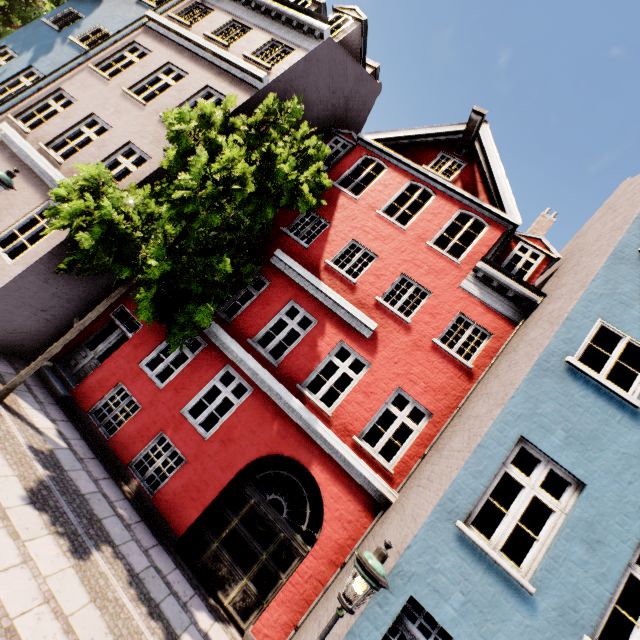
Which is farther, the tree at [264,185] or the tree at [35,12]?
→ the tree at [35,12]

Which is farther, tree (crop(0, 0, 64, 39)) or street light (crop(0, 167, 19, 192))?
tree (crop(0, 0, 64, 39))

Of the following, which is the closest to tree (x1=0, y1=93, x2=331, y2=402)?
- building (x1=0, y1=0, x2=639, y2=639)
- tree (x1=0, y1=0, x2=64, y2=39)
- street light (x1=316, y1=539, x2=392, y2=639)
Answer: building (x1=0, y1=0, x2=639, y2=639)

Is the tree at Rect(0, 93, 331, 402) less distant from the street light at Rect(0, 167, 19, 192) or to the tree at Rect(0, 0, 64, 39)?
the street light at Rect(0, 167, 19, 192)

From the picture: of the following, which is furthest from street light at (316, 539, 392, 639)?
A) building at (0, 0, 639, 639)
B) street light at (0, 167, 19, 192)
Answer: street light at (0, 167, 19, 192)

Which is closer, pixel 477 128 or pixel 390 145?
pixel 477 128

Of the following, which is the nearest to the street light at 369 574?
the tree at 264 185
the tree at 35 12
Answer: the tree at 264 185

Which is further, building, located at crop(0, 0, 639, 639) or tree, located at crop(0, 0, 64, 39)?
tree, located at crop(0, 0, 64, 39)
